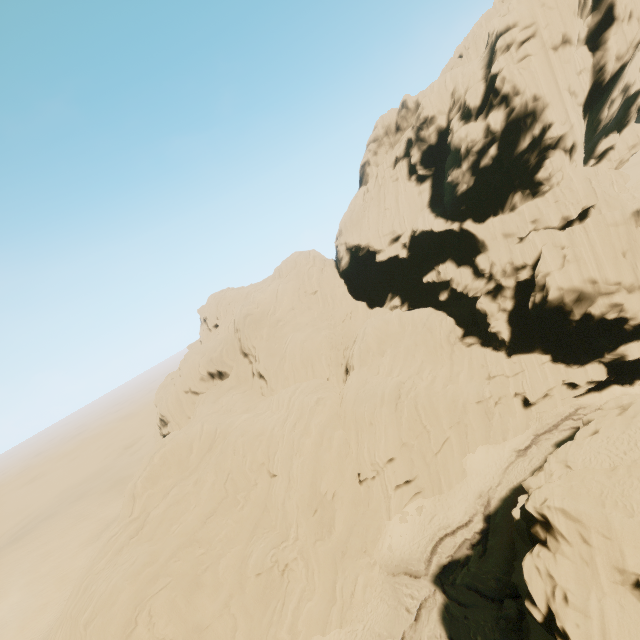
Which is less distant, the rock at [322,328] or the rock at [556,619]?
the rock at [556,619]

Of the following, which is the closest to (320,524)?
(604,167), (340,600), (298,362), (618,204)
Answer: (340,600)

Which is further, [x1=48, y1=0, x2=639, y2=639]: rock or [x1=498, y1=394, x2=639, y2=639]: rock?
[x1=48, y1=0, x2=639, y2=639]: rock
